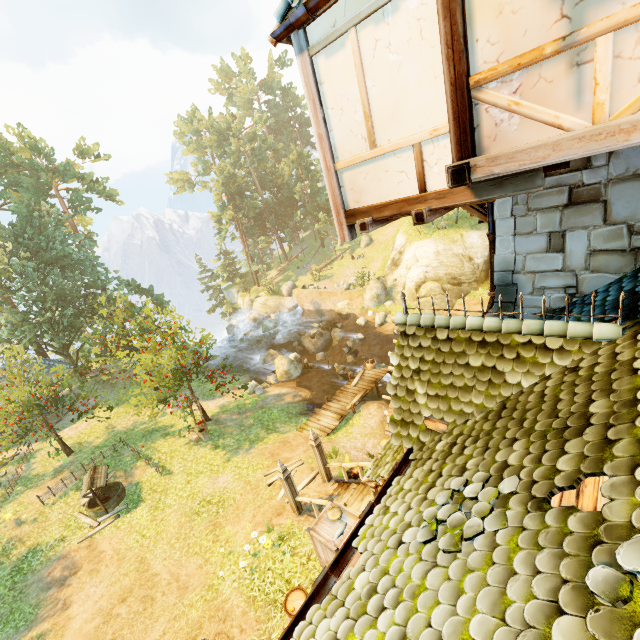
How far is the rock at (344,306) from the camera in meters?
32.9

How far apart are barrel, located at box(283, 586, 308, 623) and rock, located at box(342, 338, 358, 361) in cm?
1864

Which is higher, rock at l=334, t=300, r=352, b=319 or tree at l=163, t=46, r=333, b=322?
tree at l=163, t=46, r=333, b=322

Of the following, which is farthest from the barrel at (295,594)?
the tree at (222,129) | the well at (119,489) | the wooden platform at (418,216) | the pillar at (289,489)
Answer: the well at (119,489)

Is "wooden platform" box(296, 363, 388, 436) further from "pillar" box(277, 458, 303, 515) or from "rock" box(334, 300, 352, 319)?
"rock" box(334, 300, 352, 319)

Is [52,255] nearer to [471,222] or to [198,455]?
[198,455]

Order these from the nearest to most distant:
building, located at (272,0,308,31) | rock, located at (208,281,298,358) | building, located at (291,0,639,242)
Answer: building, located at (291,0,639,242) → building, located at (272,0,308,31) → rock, located at (208,281,298,358)

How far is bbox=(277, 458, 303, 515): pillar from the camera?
10.7 meters
